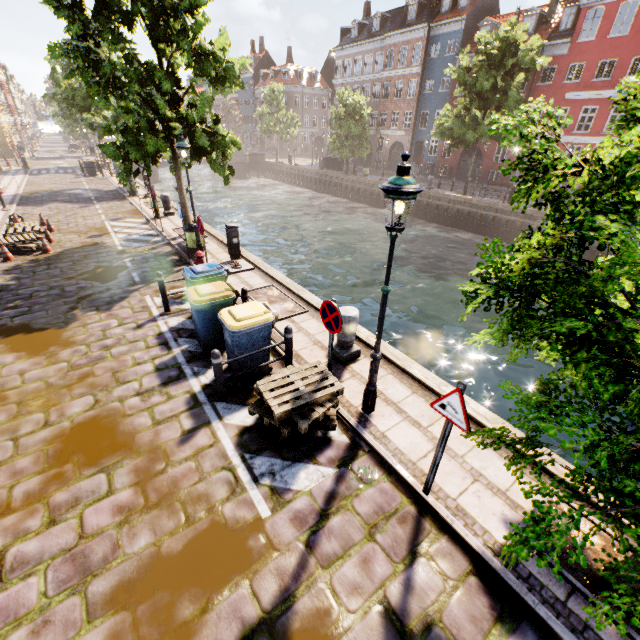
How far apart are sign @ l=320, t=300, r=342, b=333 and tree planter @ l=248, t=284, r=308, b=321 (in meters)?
3.06

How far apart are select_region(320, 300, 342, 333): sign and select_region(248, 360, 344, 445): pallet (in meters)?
0.78

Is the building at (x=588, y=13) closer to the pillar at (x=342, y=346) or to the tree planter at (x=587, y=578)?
the tree planter at (x=587, y=578)

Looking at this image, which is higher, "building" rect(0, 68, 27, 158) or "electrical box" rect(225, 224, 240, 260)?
"building" rect(0, 68, 27, 158)

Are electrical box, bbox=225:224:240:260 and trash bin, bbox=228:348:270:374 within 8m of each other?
yes

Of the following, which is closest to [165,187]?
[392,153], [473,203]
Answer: [392,153]

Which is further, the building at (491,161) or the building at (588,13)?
the building at (491,161)

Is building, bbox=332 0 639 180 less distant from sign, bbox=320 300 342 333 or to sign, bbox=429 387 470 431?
sign, bbox=429 387 470 431
